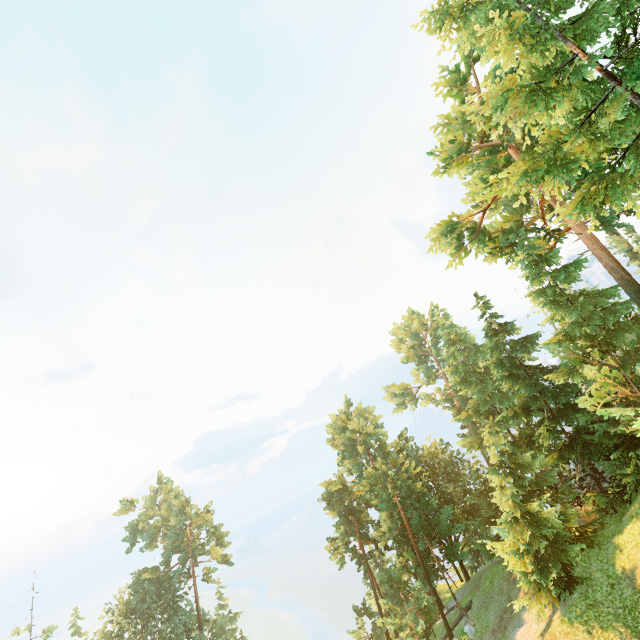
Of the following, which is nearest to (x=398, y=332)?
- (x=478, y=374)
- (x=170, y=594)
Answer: (x=478, y=374)

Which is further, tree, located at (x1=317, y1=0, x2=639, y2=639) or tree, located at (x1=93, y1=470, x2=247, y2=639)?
tree, located at (x1=93, y1=470, x2=247, y2=639)

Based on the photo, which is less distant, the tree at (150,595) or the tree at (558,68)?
the tree at (558,68)
